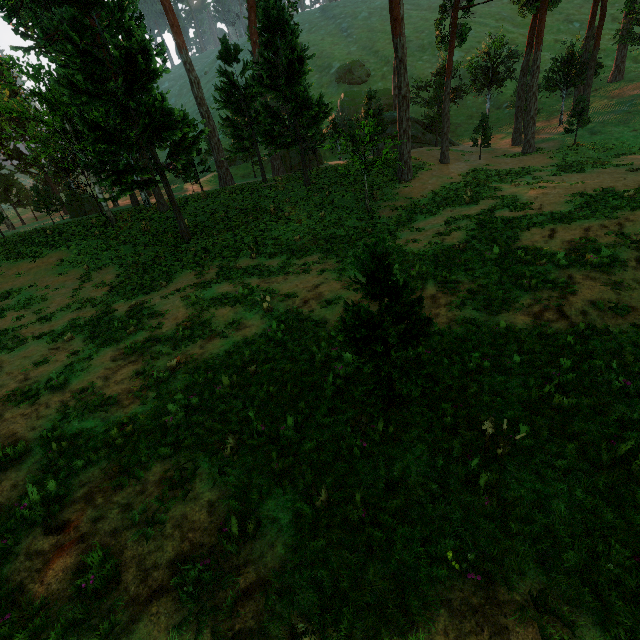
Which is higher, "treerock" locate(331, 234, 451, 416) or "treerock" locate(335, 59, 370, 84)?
"treerock" locate(335, 59, 370, 84)

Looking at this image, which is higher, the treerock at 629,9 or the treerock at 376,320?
the treerock at 629,9

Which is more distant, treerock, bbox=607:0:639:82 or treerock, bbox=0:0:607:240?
treerock, bbox=607:0:639:82

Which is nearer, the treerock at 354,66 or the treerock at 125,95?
the treerock at 125,95

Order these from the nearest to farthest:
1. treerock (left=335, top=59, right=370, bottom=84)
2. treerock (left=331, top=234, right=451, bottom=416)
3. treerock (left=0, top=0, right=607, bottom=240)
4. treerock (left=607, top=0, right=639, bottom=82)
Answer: treerock (left=331, top=234, right=451, bottom=416) < treerock (left=0, top=0, right=607, bottom=240) < treerock (left=607, top=0, right=639, bottom=82) < treerock (left=335, top=59, right=370, bottom=84)

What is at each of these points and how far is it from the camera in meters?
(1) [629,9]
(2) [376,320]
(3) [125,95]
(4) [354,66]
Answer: →
(1) treerock, 30.1 m
(2) treerock, 5.1 m
(3) treerock, 17.0 m
(4) treerock, 53.4 m
